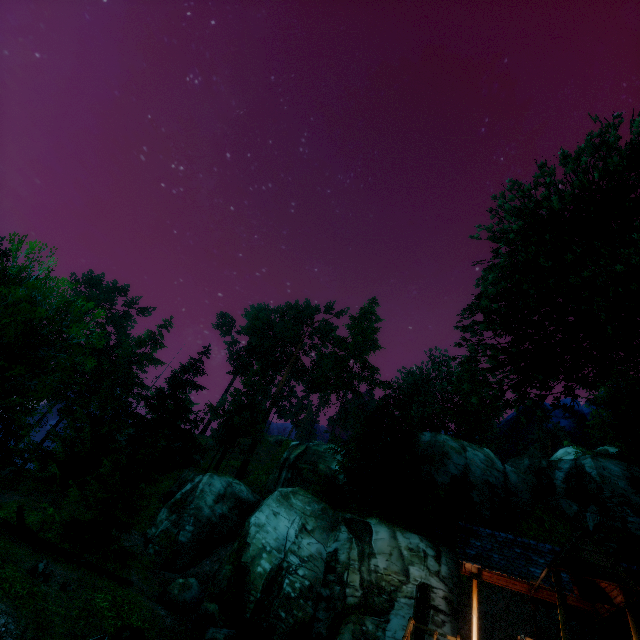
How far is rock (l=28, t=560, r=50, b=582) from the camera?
9.91m

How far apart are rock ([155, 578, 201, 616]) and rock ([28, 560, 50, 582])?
8.6m

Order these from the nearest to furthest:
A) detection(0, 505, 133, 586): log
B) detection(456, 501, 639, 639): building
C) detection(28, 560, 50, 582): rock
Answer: detection(456, 501, 639, 639): building, detection(28, 560, 50, 582): rock, detection(0, 505, 133, 586): log

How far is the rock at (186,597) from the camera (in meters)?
16.52

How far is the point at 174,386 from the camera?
37.1m

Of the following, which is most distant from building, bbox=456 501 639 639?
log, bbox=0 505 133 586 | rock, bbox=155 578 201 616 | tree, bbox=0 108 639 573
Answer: rock, bbox=155 578 201 616

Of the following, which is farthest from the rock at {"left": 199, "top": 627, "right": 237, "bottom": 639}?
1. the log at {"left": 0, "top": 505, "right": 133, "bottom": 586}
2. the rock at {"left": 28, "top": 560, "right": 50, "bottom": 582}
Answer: the rock at {"left": 28, "top": 560, "right": 50, "bottom": 582}

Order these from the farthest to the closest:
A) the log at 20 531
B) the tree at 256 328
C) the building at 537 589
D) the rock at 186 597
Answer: the rock at 186 597 < the log at 20 531 < the tree at 256 328 < the building at 537 589
